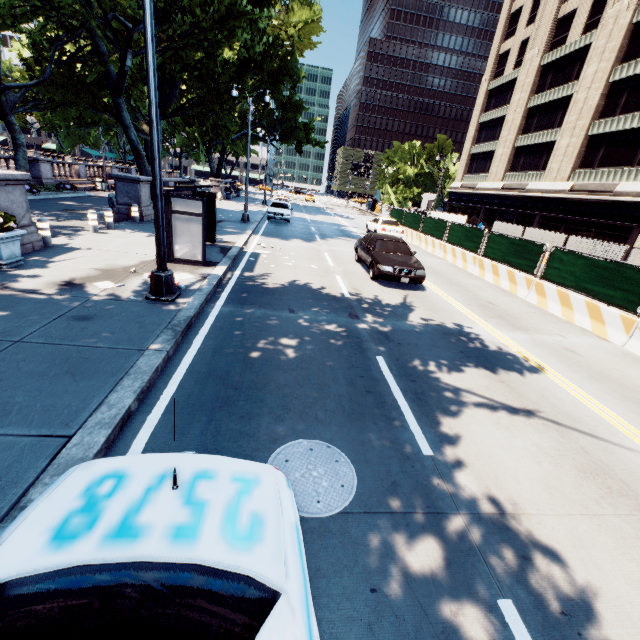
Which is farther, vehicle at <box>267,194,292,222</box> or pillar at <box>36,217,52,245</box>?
vehicle at <box>267,194,292,222</box>

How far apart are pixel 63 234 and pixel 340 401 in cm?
1327

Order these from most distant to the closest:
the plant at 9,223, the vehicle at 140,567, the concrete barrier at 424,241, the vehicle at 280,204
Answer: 1. the vehicle at 280,204
2. the concrete barrier at 424,241
3. the plant at 9,223
4. the vehicle at 140,567

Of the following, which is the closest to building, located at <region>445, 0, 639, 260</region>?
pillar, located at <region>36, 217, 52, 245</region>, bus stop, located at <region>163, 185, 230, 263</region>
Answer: bus stop, located at <region>163, 185, 230, 263</region>

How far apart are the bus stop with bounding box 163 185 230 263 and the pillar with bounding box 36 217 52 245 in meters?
3.6 m

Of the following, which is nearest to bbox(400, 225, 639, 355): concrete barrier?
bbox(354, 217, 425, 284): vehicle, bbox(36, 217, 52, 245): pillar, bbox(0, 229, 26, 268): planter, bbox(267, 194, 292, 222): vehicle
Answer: bbox(354, 217, 425, 284): vehicle

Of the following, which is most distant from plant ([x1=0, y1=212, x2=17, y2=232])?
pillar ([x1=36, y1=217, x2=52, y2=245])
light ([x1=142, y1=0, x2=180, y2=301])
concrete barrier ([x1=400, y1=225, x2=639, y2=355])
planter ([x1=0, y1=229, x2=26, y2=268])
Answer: concrete barrier ([x1=400, y1=225, x2=639, y2=355])

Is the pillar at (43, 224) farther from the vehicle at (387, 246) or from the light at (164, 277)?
the vehicle at (387, 246)
